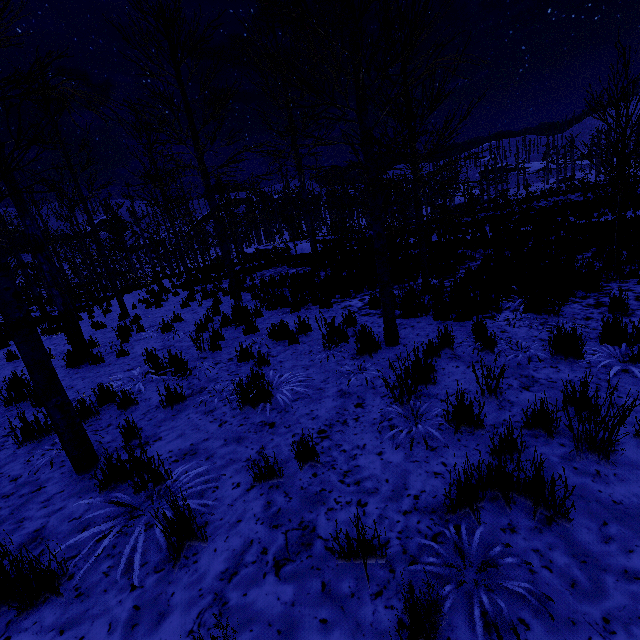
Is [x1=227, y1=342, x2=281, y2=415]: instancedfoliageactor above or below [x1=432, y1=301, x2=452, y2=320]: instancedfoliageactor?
above

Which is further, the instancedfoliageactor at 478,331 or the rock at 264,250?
the rock at 264,250

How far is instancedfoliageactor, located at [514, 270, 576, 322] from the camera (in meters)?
5.28

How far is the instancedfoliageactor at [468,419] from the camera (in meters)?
2.86

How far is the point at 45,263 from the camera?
6.36m

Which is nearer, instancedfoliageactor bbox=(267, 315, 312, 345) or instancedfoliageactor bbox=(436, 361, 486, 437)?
instancedfoliageactor bbox=(436, 361, 486, 437)
